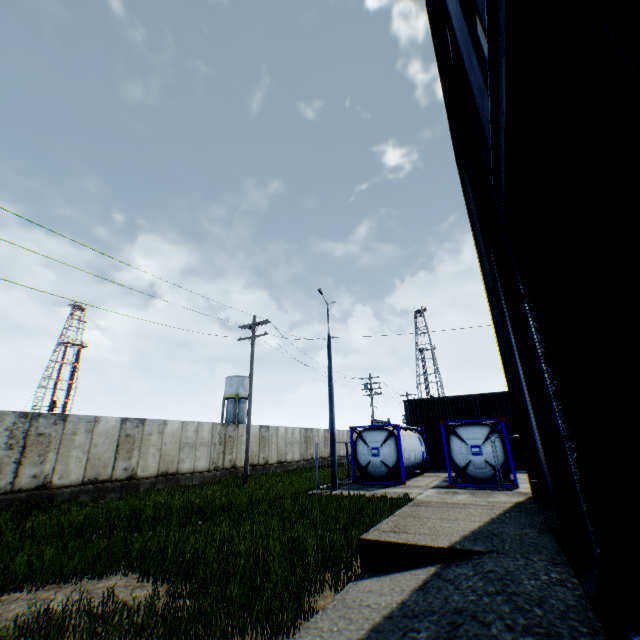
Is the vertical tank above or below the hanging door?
above

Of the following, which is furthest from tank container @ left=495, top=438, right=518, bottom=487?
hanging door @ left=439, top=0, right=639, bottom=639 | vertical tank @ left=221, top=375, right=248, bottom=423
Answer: vertical tank @ left=221, top=375, right=248, bottom=423

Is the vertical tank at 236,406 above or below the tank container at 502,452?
above

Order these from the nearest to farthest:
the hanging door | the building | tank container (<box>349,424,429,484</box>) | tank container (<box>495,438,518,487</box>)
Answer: the hanging door, the building, tank container (<box>495,438,518,487</box>), tank container (<box>349,424,429,484</box>)

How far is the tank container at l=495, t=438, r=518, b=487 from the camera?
14.6 meters

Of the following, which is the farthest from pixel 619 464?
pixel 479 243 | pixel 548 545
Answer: pixel 479 243

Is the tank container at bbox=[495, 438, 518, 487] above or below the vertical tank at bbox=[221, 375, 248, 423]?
below

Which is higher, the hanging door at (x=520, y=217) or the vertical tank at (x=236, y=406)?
the vertical tank at (x=236, y=406)
